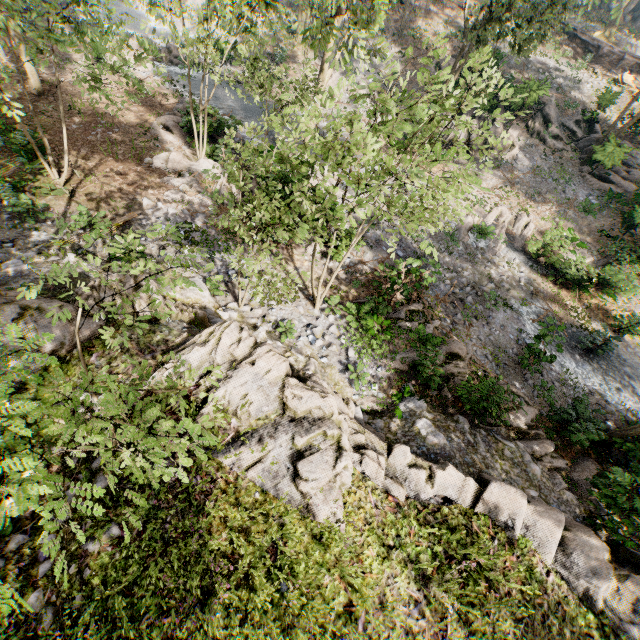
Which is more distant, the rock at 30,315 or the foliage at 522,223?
the foliage at 522,223

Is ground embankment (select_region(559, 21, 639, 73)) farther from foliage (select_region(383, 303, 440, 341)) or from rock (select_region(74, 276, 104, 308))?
rock (select_region(74, 276, 104, 308))

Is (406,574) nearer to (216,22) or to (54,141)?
(54,141)

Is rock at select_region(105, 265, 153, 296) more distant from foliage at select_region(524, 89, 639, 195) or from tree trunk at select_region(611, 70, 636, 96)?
tree trunk at select_region(611, 70, 636, 96)

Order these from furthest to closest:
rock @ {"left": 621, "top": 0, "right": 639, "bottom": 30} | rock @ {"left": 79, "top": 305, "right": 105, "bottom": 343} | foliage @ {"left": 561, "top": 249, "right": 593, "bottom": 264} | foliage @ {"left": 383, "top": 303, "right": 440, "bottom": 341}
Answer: rock @ {"left": 621, "top": 0, "right": 639, "bottom": 30} → foliage @ {"left": 561, "top": 249, "right": 593, "bottom": 264} → foliage @ {"left": 383, "top": 303, "right": 440, "bottom": 341} → rock @ {"left": 79, "top": 305, "right": 105, "bottom": 343}

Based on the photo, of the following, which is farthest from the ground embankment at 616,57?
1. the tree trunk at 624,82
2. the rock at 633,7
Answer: the rock at 633,7

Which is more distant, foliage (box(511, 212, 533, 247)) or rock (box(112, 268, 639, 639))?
foliage (box(511, 212, 533, 247))
